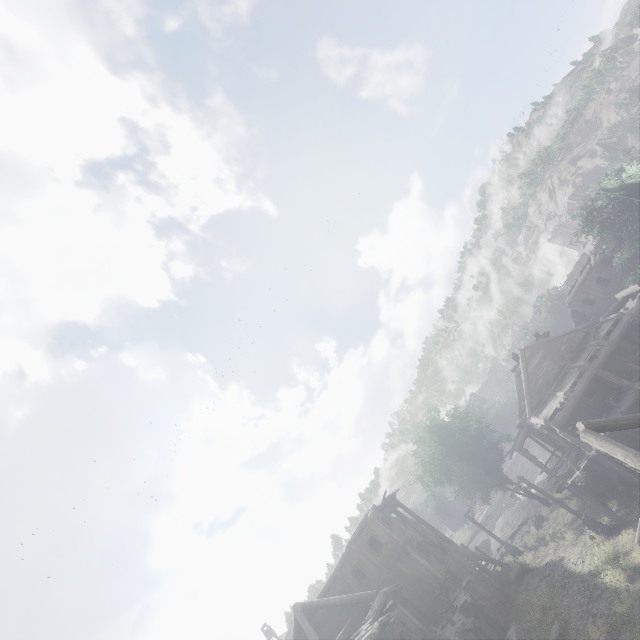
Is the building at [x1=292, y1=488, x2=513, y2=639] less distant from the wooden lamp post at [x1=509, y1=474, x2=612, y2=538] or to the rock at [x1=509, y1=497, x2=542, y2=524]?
the rock at [x1=509, y1=497, x2=542, y2=524]

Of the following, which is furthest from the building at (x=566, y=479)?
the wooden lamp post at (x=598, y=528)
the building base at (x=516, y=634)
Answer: the wooden lamp post at (x=598, y=528)

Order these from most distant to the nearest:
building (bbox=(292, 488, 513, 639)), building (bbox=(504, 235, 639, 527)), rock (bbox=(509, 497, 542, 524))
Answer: rock (bbox=(509, 497, 542, 524))
building (bbox=(504, 235, 639, 527))
building (bbox=(292, 488, 513, 639))

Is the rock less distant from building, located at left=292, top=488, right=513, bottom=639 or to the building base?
building, located at left=292, top=488, right=513, bottom=639

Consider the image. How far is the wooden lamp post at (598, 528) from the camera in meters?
18.3 m

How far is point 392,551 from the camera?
21.8 meters

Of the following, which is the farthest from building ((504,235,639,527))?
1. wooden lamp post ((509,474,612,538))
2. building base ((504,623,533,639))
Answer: wooden lamp post ((509,474,612,538))

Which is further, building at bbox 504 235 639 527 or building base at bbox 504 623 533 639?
building at bbox 504 235 639 527
